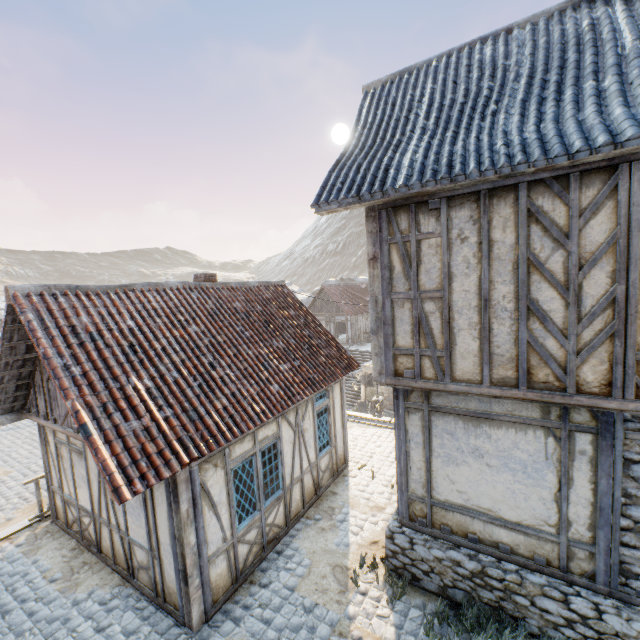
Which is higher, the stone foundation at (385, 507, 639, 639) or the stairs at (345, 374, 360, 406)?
the stone foundation at (385, 507, 639, 639)

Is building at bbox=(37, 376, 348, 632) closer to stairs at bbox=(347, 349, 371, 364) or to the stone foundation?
the stone foundation

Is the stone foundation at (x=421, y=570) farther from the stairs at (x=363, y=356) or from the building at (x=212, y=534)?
the stairs at (x=363, y=356)

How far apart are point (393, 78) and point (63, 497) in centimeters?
1230cm

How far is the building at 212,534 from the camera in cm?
545

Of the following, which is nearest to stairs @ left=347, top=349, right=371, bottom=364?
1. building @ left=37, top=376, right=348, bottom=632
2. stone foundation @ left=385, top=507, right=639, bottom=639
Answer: building @ left=37, top=376, right=348, bottom=632
